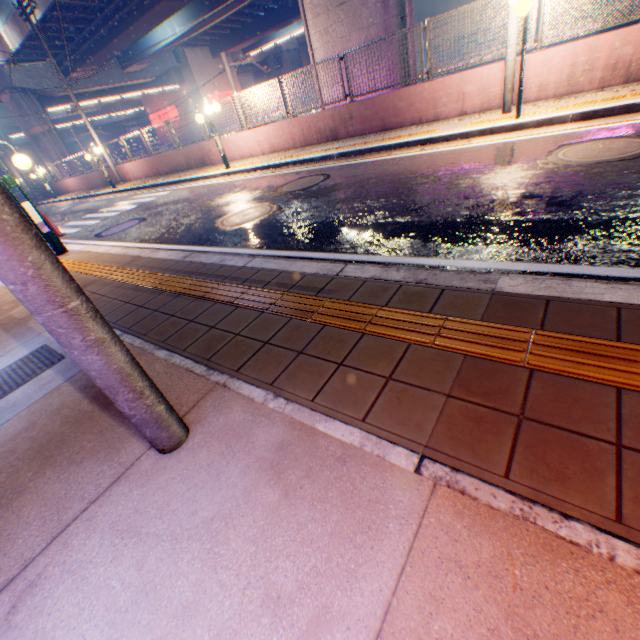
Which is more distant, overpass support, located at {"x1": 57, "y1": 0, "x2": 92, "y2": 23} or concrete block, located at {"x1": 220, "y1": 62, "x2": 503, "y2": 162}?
overpass support, located at {"x1": 57, "y1": 0, "x2": 92, "y2": 23}

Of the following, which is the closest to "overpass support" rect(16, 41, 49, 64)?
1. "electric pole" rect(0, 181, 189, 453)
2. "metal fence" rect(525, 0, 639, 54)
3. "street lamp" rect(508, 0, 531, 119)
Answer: "metal fence" rect(525, 0, 639, 54)

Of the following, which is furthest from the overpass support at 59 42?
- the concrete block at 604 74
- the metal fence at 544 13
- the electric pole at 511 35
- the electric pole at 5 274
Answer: the electric pole at 5 274

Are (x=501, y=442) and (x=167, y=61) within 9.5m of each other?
no

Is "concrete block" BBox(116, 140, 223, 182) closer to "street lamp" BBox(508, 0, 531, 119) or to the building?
"street lamp" BBox(508, 0, 531, 119)

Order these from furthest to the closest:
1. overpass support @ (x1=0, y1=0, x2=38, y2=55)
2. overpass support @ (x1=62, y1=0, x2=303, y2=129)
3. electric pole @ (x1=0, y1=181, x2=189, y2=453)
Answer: overpass support @ (x1=62, y1=0, x2=303, y2=129)
overpass support @ (x1=0, y1=0, x2=38, y2=55)
electric pole @ (x1=0, y1=181, x2=189, y2=453)

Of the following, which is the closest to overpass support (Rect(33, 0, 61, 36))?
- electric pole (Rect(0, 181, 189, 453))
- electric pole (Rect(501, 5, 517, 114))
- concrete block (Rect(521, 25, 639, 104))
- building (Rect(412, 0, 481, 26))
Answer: concrete block (Rect(521, 25, 639, 104))

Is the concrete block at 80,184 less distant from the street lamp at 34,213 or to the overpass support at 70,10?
the overpass support at 70,10
